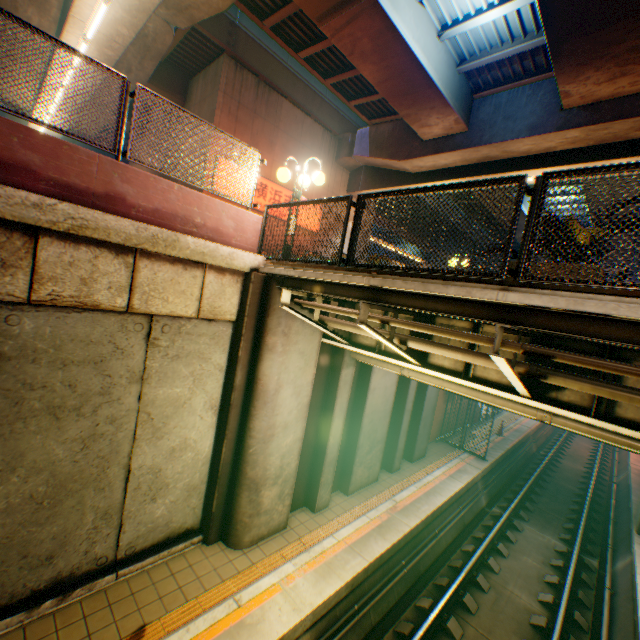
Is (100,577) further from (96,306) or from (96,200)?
(96,200)

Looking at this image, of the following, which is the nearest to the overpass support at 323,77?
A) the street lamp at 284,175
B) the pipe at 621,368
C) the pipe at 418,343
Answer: the pipe at 621,368

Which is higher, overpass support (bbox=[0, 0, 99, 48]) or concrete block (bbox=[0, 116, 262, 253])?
overpass support (bbox=[0, 0, 99, 48])

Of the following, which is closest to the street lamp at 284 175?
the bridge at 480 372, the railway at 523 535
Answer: the bridge at 480 372

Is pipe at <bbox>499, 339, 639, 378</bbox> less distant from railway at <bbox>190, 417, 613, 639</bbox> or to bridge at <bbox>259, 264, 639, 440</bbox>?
bridge at <bbox>259, 264, 639, 440</bbox>

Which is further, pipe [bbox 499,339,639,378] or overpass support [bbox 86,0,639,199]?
overpass support [bbox 86,0,639,199]

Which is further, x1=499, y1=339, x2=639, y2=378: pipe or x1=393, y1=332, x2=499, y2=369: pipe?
x1=393, y1=332, x2=499, y2=369: pipe

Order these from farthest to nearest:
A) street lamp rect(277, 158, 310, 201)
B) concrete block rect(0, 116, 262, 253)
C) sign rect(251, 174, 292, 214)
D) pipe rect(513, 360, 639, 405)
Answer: sign rect(251, 174, 292, 214) → street lamp rect(277, 158, 310, 201) → concrete block rect(0, 116, 262, 253) → pipe rect(513, 360, 639, 405)
